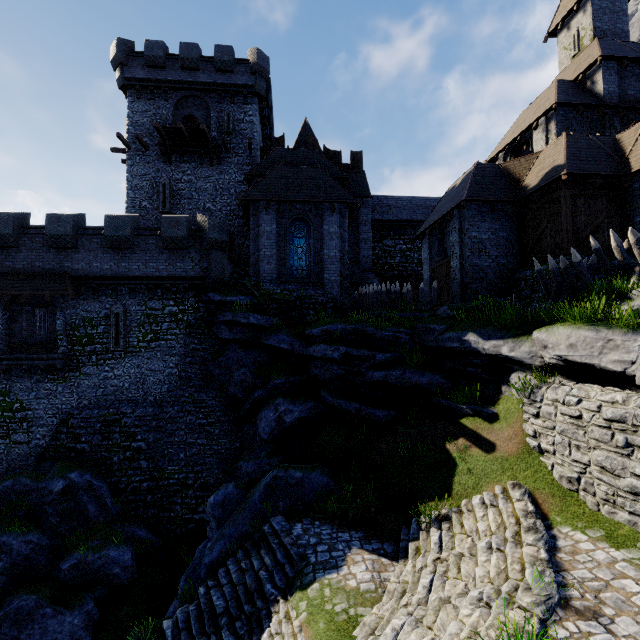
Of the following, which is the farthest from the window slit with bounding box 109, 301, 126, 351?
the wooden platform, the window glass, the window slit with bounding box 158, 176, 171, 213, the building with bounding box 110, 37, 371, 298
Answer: the wooden platform

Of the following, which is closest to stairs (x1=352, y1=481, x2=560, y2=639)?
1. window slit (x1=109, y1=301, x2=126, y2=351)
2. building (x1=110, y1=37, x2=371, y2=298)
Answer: building (x1=110, y1=37, x2=371, y2=298)

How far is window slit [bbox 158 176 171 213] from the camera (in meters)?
24.02

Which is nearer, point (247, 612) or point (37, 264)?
point (247, 612)

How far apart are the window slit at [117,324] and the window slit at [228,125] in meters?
15.3

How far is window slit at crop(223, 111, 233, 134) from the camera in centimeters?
2473cm

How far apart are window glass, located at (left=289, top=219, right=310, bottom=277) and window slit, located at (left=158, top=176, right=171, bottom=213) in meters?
10.5 m

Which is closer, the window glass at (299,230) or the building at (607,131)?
the building at (607,131)
